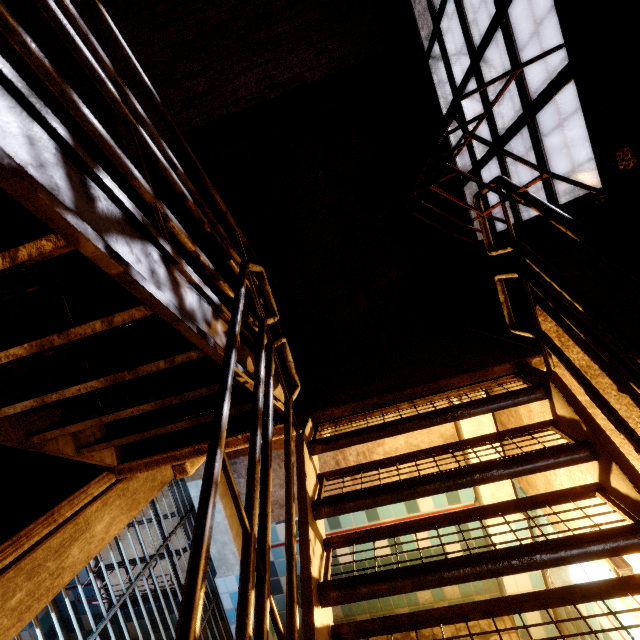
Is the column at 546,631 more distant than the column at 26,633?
No

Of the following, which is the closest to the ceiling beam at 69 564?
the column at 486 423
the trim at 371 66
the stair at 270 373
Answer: the stair at 270 373

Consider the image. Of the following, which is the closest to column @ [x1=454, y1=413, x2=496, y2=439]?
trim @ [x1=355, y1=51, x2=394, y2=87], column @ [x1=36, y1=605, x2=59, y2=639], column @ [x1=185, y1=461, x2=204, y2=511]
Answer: trim @ [x1=355, y1=51, x2=394, y2=87]

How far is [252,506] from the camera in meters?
1.1

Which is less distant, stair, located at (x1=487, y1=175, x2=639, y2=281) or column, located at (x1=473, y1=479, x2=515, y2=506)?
stair, located at (x1=487, y1=175, x2=639, y2=281)

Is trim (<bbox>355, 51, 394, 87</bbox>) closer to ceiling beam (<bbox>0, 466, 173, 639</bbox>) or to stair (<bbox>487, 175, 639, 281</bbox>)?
stair (<bbox>487, 175, 639, 281</bbox>)

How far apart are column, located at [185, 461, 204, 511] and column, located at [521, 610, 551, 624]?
2.54m

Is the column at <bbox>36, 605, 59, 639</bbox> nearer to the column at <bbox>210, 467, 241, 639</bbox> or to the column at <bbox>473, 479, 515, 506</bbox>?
the column at <bbox>210, 467, 241, 639</bbox>
